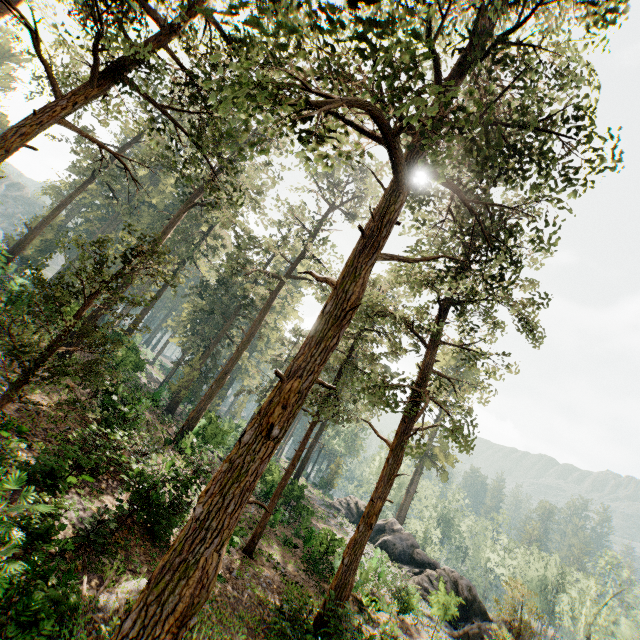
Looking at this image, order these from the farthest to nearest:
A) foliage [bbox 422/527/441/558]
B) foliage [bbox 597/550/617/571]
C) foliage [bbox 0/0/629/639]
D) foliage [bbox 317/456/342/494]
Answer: foliage [bbox 317/456/342/494] → foliage [bbox 422/527/441/558] → foliage [bbox 597/550/617/571] → foliage [bbox 0/0/629/639]

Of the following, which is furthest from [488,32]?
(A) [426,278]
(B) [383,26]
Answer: (A) [426,278]

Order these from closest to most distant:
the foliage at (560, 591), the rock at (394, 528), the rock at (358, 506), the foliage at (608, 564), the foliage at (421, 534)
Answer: the foliage at (560, 591) < the rock at (394, 528) < the foliage at (608, 564) < the rock at (358, 506) < the foliage at (421, 534)

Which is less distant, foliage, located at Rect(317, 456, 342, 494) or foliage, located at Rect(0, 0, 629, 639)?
foliage, located at Rect(0, 0, 629, 639)

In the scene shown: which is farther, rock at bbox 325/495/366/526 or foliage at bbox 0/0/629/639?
rock at bbox 325/495/366/526

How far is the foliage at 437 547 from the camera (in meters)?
49.38

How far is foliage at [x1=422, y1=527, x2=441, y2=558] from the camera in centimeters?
4938cm
